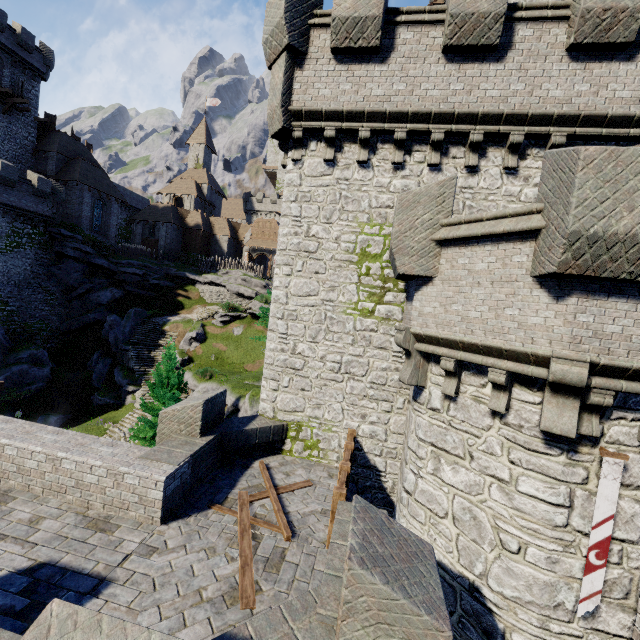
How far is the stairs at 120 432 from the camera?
23.06m

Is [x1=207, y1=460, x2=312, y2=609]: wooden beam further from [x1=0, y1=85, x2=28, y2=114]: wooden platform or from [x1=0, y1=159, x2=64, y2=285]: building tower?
[x1=0, y1=85, x2=28, y2=114]: wooden platform

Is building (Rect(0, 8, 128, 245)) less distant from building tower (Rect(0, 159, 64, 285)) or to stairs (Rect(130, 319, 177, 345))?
building tower (Rect(0, 159, 64, 285))

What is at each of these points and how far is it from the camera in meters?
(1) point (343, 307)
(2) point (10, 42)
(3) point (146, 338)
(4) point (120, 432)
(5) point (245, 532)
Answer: (1) building tower, 9.6 m
(2) building, 31.9 m
(3) stairs, 33.9 m
(4) stairs, 23.8 m
(5) wooden beam, 6.5 m

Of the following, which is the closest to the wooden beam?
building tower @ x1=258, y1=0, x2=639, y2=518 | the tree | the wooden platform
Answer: building tower @ x1=258, y1=0, x2=639, y2=518

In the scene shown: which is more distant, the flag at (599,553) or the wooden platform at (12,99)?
the wooden platform at (12,99)

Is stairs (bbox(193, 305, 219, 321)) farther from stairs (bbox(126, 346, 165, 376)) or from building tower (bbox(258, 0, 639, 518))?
building tower (bbox(258, 0, 639, 518))

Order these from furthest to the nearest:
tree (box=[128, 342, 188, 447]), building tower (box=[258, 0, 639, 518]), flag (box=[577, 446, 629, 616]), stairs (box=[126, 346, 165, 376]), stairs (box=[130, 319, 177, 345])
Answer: stairs (box=[130, 319, 177, 345]) → stairs (box=[126, 346, 165, 376]) → tree (box=[128, 342, 188, 447]) → building tower (box=[258, 0, 639, 518]) → flag (box=[577, 446, 629, 616])
